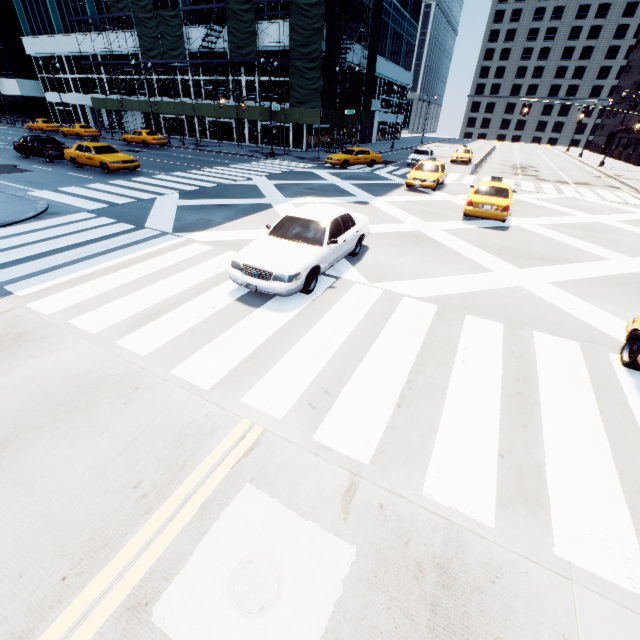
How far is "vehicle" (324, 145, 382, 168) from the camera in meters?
26.4 m

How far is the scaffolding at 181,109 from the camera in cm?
3238

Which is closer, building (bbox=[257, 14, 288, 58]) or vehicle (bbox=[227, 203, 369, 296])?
vehicle (bbox=[227, 203, 369, 296])

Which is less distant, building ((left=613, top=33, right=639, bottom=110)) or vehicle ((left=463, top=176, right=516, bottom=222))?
vehicle ((left=463, top=176, right=516, bottom=222))

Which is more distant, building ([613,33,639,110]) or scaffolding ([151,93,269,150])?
building ([613,33,639,110])

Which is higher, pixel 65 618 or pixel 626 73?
pixel 626 73

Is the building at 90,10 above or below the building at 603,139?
Answer: above

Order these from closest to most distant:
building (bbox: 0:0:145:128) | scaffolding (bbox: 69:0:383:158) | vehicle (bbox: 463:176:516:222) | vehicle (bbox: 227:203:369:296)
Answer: vehicle (bbox: 227:203:369:296)
vehicle (bbox: 463:176:516:222)
scaffolding (bbox: 69:0:383:158)
building (bbox: 0:0:145:128)
